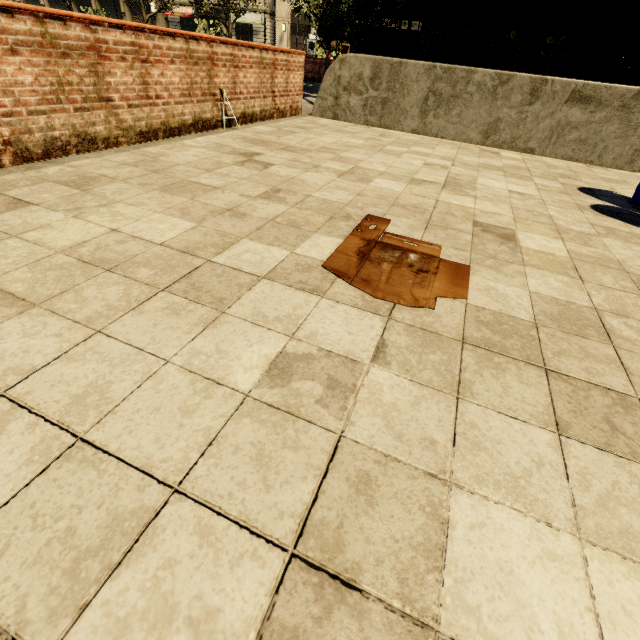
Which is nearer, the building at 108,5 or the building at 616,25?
the building at 616,25

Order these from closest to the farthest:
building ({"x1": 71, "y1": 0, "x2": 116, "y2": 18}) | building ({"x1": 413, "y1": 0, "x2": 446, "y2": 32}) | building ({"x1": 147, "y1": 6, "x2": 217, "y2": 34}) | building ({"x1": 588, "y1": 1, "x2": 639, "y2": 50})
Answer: building ({"x1": 588, "y1": 1, "x2": 639, "y2": 50})
building ({"x1": 413, "y1": 0, "x2": 446, "y2": 32})
building ({"x1": 147, "y1": 6, "x2": 217, "y2": 34})
building ({"x1": 71, "y1": 0, "x2": 116, "y2": 18})

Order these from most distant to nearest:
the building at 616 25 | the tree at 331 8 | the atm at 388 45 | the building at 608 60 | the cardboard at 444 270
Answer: the building at 608 60, the building at 616 25, the atm at 388 45, the tree at 331 8, the cardboard at 444 270

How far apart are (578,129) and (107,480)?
9.1m

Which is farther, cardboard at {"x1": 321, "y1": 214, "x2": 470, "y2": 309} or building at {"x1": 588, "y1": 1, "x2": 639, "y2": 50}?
building at {"x1": 588, "y1": 1, "x2": 639, "y2": 50}

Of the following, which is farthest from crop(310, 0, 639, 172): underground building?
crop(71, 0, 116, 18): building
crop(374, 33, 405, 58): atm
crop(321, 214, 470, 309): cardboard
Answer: crop(71, 0, 116, 18): building

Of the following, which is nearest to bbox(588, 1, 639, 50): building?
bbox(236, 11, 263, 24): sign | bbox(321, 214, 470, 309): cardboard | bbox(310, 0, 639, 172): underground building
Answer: bbox(236, 11, 263, 24): sign

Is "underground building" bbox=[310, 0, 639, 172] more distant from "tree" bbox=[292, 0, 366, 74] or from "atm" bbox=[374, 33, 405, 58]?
"atm" bbox=[374, 33, 405, 58]
